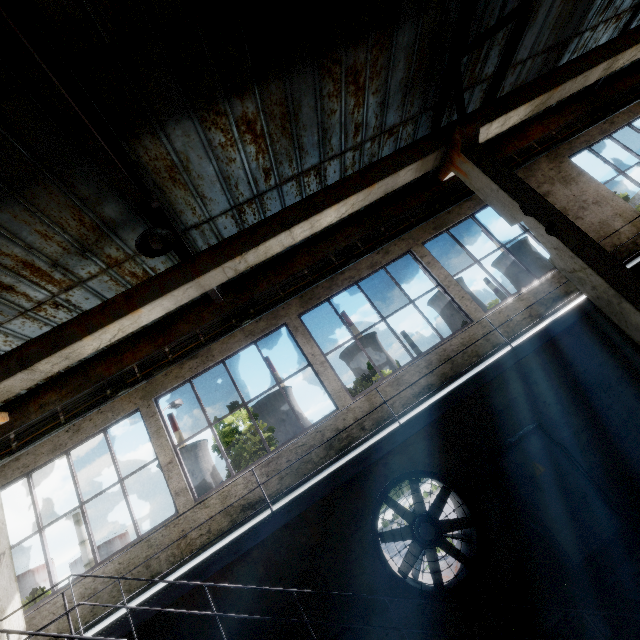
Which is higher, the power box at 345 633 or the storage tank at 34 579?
the storage tank at 34 579

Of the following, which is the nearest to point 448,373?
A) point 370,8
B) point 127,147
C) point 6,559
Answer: point 370,8

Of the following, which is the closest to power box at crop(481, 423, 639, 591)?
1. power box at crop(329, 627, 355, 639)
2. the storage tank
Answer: power box at crop(329, 627, 355, 639)

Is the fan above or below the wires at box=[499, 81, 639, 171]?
below

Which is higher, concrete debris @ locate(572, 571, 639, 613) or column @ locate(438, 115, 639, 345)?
column @ locate(438, 115, 639, 345)

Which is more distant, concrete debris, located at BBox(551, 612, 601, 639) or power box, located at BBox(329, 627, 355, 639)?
power box, located at BBox(329, 627, 355, 639)

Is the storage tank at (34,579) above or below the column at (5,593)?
above

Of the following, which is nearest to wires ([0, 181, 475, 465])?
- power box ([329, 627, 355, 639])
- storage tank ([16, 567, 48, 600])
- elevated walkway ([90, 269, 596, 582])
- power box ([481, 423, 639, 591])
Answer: elevated walkway ([90, 269, 596, 582])
